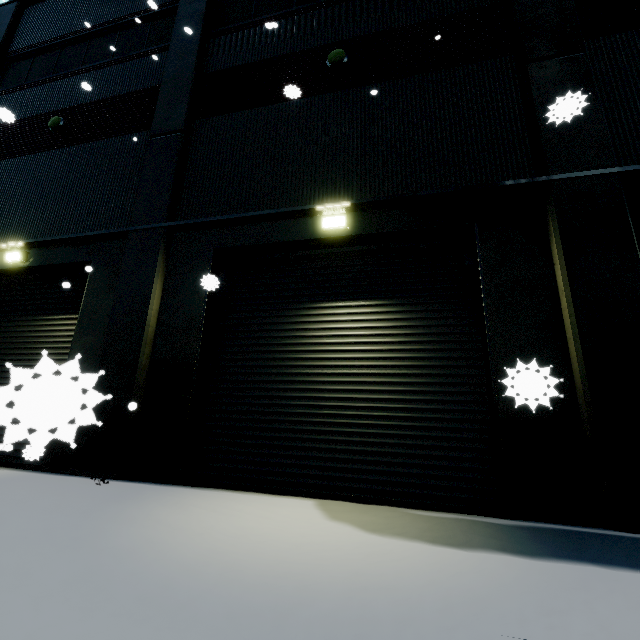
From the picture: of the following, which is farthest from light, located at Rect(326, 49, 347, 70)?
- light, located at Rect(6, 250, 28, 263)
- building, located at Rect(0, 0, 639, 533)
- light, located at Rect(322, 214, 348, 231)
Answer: light, located at Rect(6, 250, 28, 263)

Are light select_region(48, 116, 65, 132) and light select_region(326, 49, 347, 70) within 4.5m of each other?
no

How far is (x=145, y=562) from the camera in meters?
2.6

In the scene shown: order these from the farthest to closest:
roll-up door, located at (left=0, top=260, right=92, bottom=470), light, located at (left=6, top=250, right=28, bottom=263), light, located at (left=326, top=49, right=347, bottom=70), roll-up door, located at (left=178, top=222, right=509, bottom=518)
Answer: light, located at (left=6, top=250, right=28, bottom=263) → light, located at (left=326, top=49, right=347, bottom=70) → roll-up door, located at (left=178, top=222, right=509, bottom=518) → roll-up door, located at (left=0, top=260, right=92, bottom=470)

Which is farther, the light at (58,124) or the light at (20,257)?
the light at (58,124)

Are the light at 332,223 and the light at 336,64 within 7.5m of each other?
yes

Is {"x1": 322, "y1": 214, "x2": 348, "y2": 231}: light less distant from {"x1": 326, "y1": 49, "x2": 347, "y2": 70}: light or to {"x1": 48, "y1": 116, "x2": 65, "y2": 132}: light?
{"x1": 326, "y1": 49, "x2": 347, "y2": 70}: light

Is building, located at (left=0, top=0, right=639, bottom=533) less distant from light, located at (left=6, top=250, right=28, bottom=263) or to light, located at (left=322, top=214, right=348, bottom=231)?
light, located at (left=322, top=214, right=348, bottom=231)
